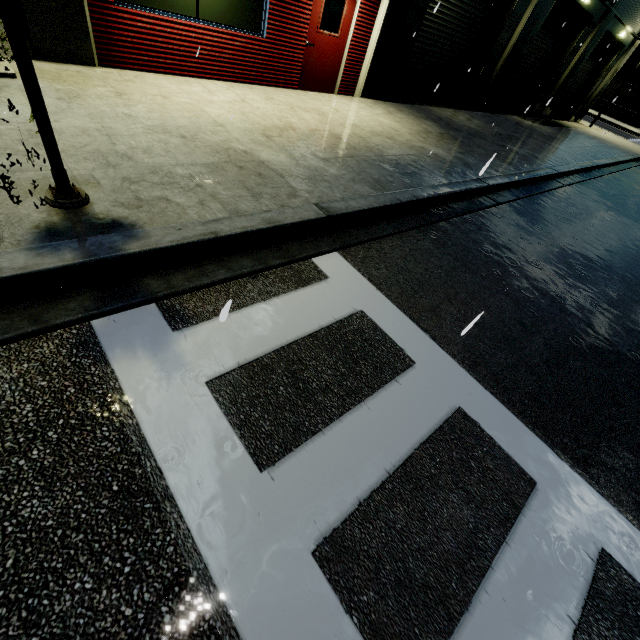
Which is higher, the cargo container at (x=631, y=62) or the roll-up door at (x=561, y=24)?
the cargo container at (x=631, y=62)

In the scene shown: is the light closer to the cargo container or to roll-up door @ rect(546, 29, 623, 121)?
roll-up door @ rect(546, 29, 623, 121)

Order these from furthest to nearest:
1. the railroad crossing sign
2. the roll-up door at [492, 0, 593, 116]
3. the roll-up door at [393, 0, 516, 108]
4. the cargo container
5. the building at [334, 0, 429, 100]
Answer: the cargo container, the roll-up door at [492, 0, 593, 116], the roll-up door at [393, 0, 516, 108], the building at [334, 0, 429, 100], the railroad crossing sign

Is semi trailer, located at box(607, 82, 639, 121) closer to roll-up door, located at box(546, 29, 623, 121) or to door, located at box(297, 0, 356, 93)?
roll-up door, located at box(546, 29, 623, 121)

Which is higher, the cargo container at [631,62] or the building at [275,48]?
the cargo container at [631,62]

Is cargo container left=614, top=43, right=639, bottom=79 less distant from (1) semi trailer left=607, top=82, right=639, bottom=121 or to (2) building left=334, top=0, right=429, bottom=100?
(1) semi trailer left=607, top=82, right=639, bottom=121

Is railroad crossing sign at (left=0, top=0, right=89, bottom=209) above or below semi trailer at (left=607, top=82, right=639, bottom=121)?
below

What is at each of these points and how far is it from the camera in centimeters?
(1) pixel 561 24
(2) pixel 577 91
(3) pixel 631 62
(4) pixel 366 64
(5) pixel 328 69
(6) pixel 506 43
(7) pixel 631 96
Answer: (1) roll-up door, 1501cm
(2) roll-up door, 2156cm
(3) cargo container, 4538cm
(4) building, 937cm
(5) door, 899cm
(6) building, 1291cm
(7) semi trailer, 4350cm
